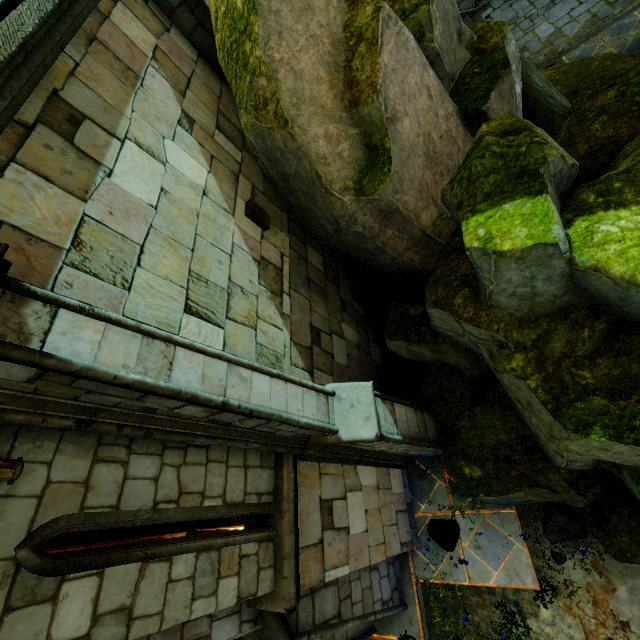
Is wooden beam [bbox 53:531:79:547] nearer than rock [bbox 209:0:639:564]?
No

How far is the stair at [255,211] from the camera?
5.64m

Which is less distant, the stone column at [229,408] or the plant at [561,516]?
the stone column at [229,408]

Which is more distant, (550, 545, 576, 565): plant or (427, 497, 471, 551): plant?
(427, 497, 471, 551): plant

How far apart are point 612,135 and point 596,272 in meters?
3.8 m

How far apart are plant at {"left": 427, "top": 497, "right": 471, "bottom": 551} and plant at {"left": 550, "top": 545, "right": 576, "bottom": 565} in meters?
1.4

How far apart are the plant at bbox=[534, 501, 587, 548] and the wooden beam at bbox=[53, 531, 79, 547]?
8.2 meters
